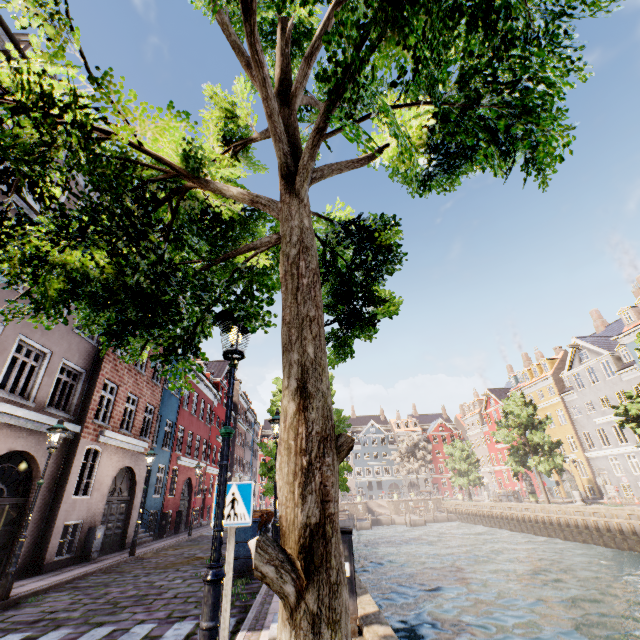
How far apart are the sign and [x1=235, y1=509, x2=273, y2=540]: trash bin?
6.0 meters

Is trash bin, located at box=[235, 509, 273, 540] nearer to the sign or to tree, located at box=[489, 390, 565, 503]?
tree, located at box=[489, 390, 565, 503]

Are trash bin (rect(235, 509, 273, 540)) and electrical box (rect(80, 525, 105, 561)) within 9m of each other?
yes

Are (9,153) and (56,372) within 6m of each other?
no

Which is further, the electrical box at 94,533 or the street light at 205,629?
the electrical box at 94,533

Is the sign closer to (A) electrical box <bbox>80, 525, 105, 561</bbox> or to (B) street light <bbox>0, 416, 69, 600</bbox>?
(B) street light <bbox>0, 416, 69, 600</bbox>

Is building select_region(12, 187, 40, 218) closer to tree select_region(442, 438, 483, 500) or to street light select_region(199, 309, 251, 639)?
street light select_region(199, 309, 251, 639)

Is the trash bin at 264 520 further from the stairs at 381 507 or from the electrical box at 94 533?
the stairs at 381 507
